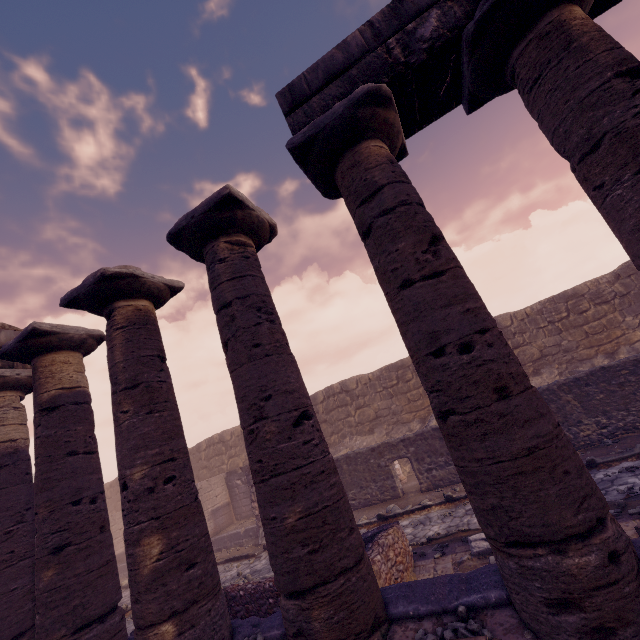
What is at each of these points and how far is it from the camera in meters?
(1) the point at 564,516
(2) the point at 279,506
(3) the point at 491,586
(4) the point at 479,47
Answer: (1) column, 2.5
(2) column, 3.5
(3) building base, 3.2
(4) column, 3.6

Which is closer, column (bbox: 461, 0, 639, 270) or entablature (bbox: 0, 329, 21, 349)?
column (bbox: 461, 0, 639, 270)

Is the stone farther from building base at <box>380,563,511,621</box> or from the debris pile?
the debris pile

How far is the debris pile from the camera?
5.5m

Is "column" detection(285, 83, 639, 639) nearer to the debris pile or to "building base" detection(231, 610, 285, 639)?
"building base" detection(231, 610, 285, 639)

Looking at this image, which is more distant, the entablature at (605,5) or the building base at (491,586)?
the entablature at (605,5)

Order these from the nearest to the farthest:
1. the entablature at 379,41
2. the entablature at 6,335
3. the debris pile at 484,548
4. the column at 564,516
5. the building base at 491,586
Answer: the column at 564,516
the building base at 491,586
the entablature at 379,41
the debris pile at 484,548
the entablature at 6,335

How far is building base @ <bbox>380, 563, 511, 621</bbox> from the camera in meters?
3.2
